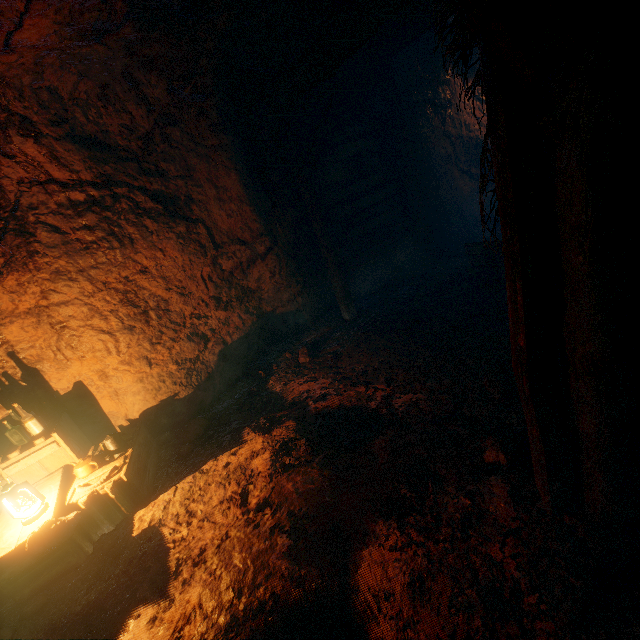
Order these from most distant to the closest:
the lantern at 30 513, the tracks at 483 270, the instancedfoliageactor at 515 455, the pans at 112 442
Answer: the tracks at 483 270 < the pans at 112 442 < the lantern at 30 513 < the instancedfoliageactor at 515 455

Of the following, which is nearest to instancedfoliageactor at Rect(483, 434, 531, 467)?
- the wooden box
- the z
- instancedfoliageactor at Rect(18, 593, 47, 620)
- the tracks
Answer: the z

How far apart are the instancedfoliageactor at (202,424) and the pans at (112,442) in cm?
59

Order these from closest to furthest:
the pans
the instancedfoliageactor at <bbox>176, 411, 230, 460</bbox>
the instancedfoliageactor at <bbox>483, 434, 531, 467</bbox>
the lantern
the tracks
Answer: the instancedfoliageactor at <bbox>483, 434, 531, 467</bbox>, the lantern, the pans, the instancedfoliageactor at <bbox>176, 411, 230, 460</bbox>, the tracks

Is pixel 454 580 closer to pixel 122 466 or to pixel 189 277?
pixel 122 466

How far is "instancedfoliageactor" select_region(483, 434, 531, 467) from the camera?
2.56m

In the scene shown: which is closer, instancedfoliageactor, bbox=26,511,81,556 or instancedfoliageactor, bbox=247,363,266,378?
instancedfoliageactor, bbox=26,511,81,556

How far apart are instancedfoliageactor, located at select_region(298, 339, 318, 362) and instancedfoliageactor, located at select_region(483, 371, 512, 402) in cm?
285
